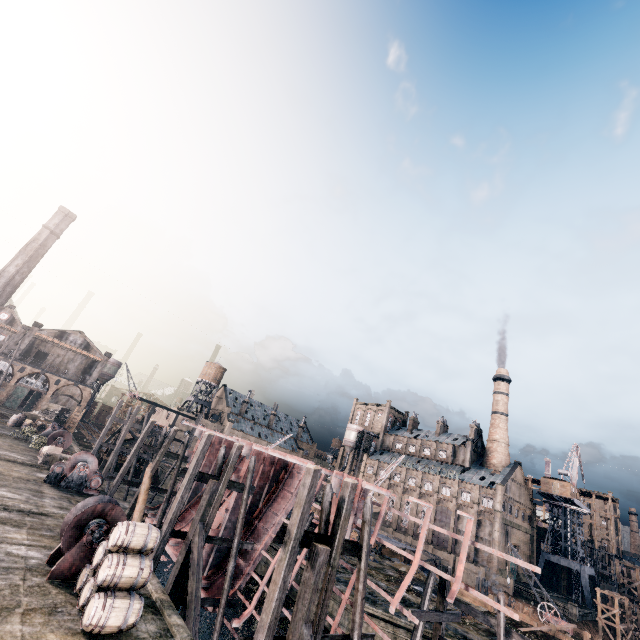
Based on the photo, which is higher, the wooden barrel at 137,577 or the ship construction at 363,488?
the ship construction at 363,488

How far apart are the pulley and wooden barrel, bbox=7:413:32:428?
13.9 meters

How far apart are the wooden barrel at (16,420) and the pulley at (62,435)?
13.9 meters

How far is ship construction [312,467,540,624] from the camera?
10.98m

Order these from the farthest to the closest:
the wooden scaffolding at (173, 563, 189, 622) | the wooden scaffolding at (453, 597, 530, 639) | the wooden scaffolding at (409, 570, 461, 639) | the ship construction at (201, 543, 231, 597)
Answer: the ship construction at (201, 543, 231, 597) < the wooden scaffolding at (173, 563, 189, 622) < the wooden scaffolding at (409, 570, 461, 639) < the wooden scaffolding at (453, 597, 530, 639)

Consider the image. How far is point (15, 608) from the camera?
9.8m

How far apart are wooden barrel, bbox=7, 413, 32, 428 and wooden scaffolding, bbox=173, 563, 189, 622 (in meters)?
39.51

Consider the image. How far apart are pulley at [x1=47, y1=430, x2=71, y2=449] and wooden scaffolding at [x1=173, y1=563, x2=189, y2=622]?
24.0 meters
